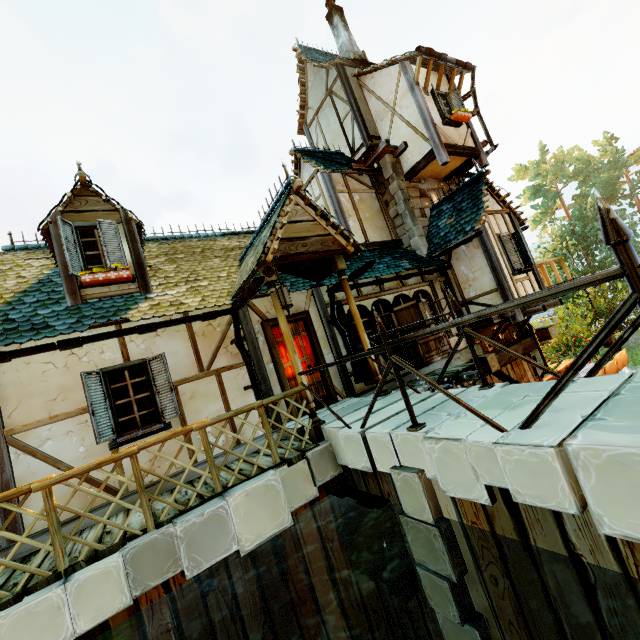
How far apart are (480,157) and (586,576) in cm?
1223

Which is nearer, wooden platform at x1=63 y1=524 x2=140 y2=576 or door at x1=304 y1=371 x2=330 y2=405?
wooden platform at x1=63 y1=524 x2=140 y2=576

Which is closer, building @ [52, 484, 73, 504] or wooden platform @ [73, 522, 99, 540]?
wooden platform @ [73, 522, 99, 540]

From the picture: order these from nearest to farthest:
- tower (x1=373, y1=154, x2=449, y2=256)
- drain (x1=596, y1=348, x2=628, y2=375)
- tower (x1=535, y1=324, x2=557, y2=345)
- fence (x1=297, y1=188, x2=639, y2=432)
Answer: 1. fence (x1=297, y1=188, x2=639, y2=432)
2. drain (x1=596, y1=348, x2=628, y2=375)
3. tower (x1=373, y1=154, x2=449, y2=256)
4. tower (x1=535, y1=324, x2=557, y2=345)

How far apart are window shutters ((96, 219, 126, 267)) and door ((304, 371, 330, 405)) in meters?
3.1 m

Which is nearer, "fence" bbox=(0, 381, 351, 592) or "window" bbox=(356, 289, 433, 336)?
"fence" bbox=(0, 381, 351, 592)

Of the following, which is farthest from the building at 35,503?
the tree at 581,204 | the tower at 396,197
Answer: the tree at 581,204

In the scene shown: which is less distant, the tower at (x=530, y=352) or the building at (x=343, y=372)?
the building at (x=343, y=372)
